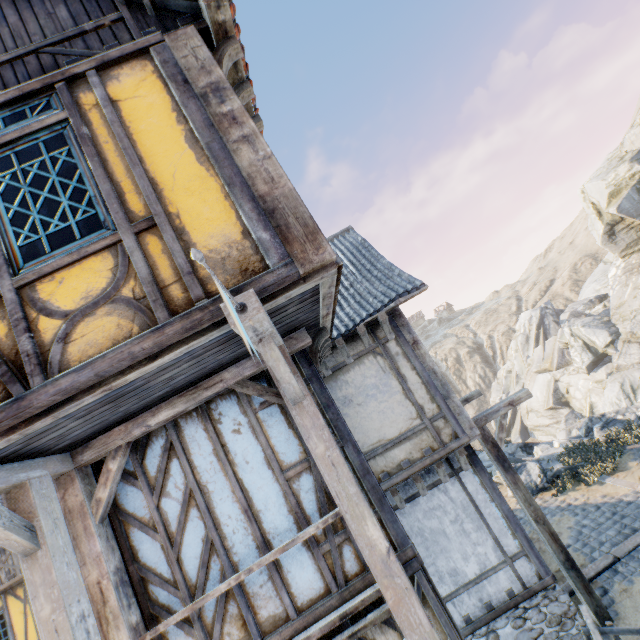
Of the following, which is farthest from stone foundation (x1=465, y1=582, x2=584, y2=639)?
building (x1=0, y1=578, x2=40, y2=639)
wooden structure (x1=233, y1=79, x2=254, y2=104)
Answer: wooden structure (x1=233, y1=79, x2=254, y2=104)

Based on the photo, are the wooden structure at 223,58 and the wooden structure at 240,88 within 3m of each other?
yes

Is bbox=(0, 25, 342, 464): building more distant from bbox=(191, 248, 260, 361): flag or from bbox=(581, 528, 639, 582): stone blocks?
bbox=(581, 528, 639, 582): stone blocks

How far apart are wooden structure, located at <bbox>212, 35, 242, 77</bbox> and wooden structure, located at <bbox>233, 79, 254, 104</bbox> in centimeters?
36cm

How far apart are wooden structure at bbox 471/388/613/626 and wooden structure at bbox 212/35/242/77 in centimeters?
714cm

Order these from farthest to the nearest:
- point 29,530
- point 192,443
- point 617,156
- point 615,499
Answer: point 617,156
point 615,499
point 192,443
point 29,530

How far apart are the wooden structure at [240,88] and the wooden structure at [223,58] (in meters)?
0.36

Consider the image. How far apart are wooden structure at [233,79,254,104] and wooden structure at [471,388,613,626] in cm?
683
